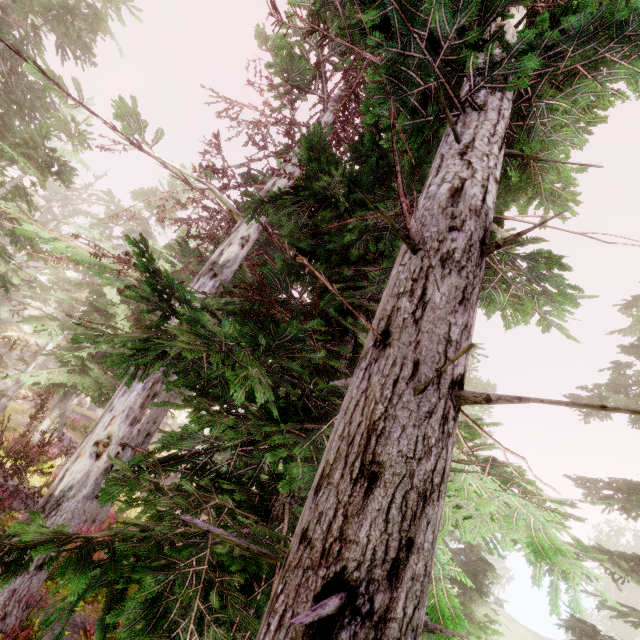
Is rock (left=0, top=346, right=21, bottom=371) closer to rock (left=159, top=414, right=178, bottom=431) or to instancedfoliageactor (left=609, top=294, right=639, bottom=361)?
instancedfoliageactor (left=609, top=294, right=639, bottom=361)

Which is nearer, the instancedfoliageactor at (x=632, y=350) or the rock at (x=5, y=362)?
the instancedfoliageactor at (x=632, y=350)

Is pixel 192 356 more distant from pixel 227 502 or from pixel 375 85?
pixel 375 85

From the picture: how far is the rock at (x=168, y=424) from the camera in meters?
54.6 m

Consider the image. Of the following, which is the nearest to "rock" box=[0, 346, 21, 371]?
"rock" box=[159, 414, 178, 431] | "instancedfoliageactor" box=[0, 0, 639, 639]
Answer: "instancedfoliageactor" box=[0, 0, 639, 639]

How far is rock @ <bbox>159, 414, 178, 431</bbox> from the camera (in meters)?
54.62
